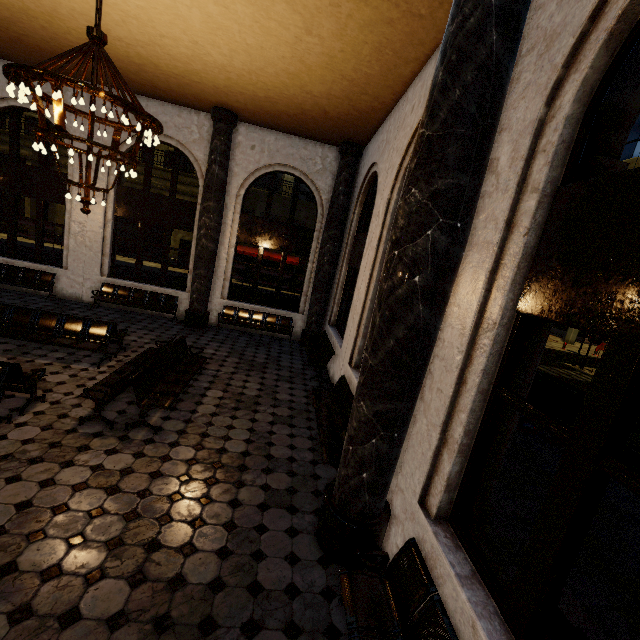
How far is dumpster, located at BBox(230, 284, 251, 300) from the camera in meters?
13.7

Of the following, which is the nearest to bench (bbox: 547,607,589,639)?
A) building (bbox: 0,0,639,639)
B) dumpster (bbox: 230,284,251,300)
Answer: building (bbox: 0,0,639,639)

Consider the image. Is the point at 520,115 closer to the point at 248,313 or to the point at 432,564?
the point at 432,564

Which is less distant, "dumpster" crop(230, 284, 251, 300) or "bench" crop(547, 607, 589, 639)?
"bench" crop(547, 607, 589, 639)

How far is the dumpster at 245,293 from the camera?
13.7m

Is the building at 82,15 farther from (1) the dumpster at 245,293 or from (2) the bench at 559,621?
(1) the dumpster at 245,293

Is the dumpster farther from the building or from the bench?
the bench
